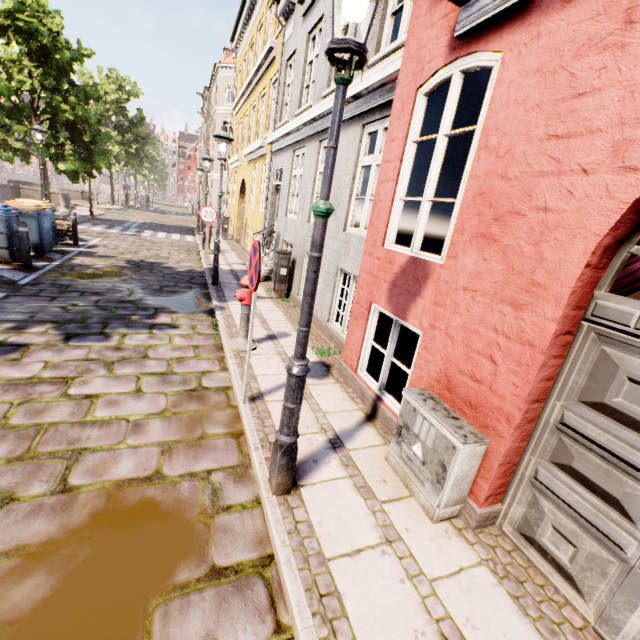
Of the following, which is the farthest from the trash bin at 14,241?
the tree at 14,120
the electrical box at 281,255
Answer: the electrical box at 281,255

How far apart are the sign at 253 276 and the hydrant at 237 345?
1.4m

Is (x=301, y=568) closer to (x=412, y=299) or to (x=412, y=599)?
(x=412, y=599)

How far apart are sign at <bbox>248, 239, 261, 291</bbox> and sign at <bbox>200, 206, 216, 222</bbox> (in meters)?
8.19

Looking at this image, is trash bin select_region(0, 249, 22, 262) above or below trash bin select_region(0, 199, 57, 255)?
below

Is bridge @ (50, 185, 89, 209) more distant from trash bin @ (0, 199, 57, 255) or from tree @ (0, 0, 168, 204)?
trash bin @ (0, 199, 57, 255)

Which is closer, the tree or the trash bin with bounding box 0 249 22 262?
the trash bin with bounding box 0 249 22 262

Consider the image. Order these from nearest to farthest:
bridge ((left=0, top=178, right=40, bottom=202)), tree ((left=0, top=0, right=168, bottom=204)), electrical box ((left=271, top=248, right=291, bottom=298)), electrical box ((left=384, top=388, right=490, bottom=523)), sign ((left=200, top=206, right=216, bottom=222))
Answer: electrical box ((left=384, top=388, right=490, bottom=523))
electrical box ((left=271, top=248, right=291, bottom=298))
sign ((left=200, top=206, right=216, bottom=222))
tree ((left=0, top=0, right=168, bottom=204))
bridge ((left=0, top=178, right=40, bottom=202))
